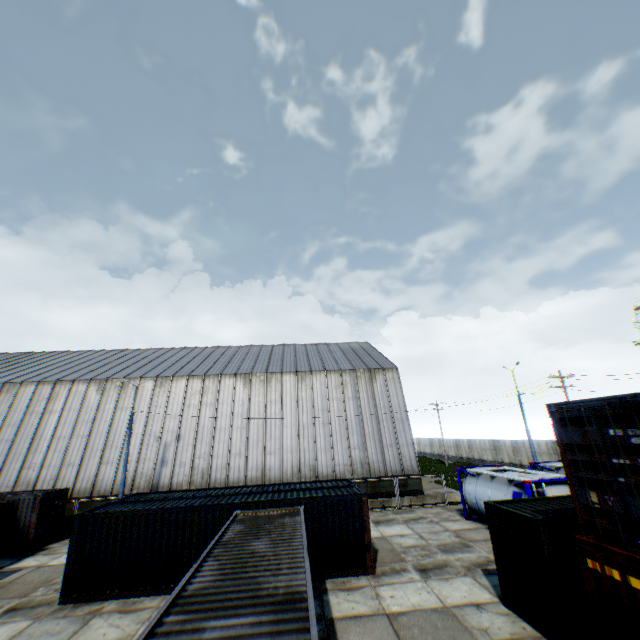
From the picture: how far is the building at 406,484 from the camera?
26.1 meters

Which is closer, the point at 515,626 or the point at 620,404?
the point at 620,404

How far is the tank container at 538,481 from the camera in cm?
1497

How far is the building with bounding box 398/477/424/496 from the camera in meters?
26.1

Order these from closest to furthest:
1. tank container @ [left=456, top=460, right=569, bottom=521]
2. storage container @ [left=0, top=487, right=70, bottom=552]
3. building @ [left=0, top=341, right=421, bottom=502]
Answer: tank container @ [left=456, top=460, right=569, bottom=521] < storage container @ [left=0, top=487, right=70, bottom=552] < building @ [left=0, top=341, right=421, bottom=502]

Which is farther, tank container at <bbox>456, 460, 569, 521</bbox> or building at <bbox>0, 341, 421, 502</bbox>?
building at <bbox>0, 341, 421, 502</bbox>

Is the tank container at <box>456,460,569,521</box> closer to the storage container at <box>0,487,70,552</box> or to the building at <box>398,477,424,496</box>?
the building at <box>398,477,424,496</box>
